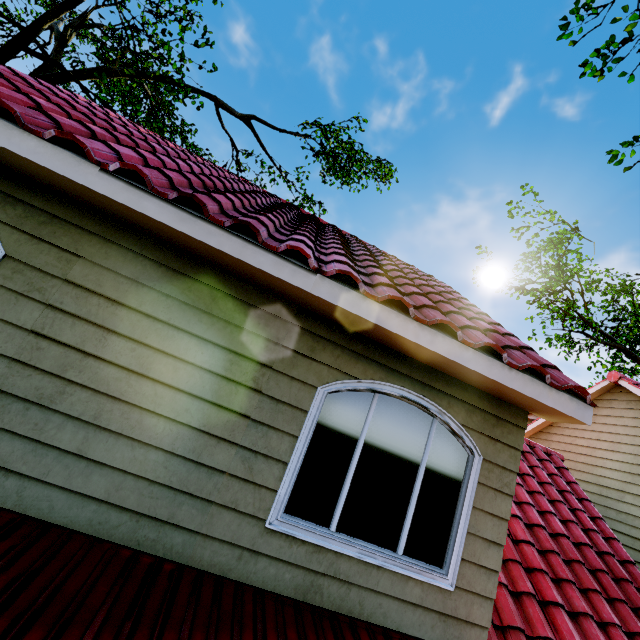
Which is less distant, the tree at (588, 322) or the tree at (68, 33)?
the tree at (68, 33)

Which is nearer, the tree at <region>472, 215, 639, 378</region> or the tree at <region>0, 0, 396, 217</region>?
the tree at <region>0, 0, 396, 217</region>

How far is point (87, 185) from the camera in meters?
2.6 m
